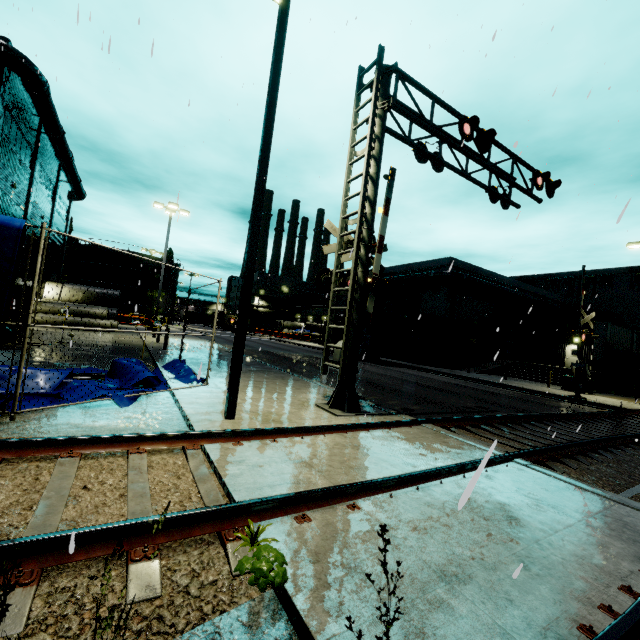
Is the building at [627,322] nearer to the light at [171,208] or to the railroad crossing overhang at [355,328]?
the light at [171,208]

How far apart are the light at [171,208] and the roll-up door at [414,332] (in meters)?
22.50

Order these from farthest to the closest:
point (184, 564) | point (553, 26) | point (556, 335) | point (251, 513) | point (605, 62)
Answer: point (556, 335) → point (605, 62) → point (553, 26) → point (251, 513) → point (184, 564)

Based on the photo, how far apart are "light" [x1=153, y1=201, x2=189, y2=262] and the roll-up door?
22.50m

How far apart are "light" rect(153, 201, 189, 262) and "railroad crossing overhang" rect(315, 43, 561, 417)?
18.59m

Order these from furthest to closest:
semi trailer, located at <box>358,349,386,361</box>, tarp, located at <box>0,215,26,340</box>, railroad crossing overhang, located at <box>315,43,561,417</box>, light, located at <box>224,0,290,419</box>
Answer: semi trailer, located at <box>358,349,386,361</box>
railroad crossing overhang, located at <box>315,43,561,417</box>
light, located at <box>224,0,290,419</box>
tarp, located at <box>0,215,26,340</box>

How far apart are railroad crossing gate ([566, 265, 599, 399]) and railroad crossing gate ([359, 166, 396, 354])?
13.6m

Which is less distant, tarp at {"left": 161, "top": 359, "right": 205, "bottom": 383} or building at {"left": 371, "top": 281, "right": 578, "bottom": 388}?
tarp at {"left": 161, "top": 359, "right": 205, "bottom": 383}
